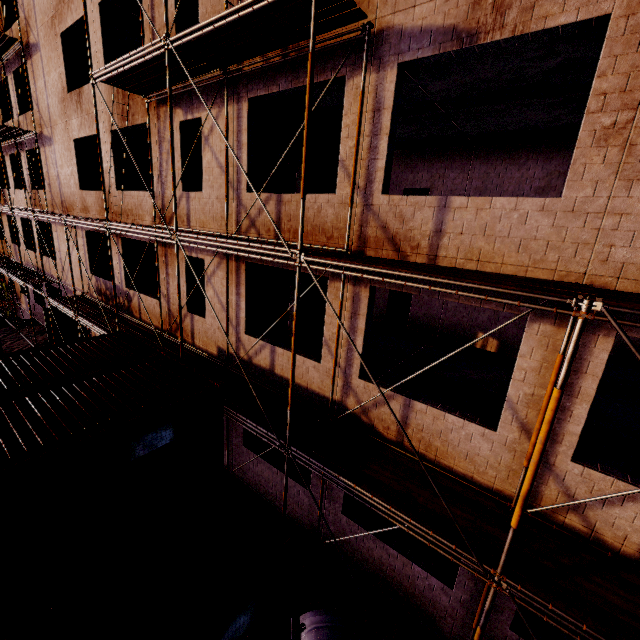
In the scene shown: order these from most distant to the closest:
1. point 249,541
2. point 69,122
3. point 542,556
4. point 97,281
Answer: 1. point 97,281
2. point 69,122
3. point 249,541
4. point 542,556

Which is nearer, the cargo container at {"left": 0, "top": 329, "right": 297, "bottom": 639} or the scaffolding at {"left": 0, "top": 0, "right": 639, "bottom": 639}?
the scaffolding at {"left": 0, "top": 0, "right": 639, "bottom": 639}

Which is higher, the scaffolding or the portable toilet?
the scaffolding

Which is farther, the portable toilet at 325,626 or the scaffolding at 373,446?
the portable toilet at 325,626

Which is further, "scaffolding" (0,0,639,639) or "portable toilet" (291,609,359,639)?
"portable toilet" (291,609,359,639)

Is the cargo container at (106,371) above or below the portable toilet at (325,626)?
above

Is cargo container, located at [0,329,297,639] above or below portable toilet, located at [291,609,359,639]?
above
